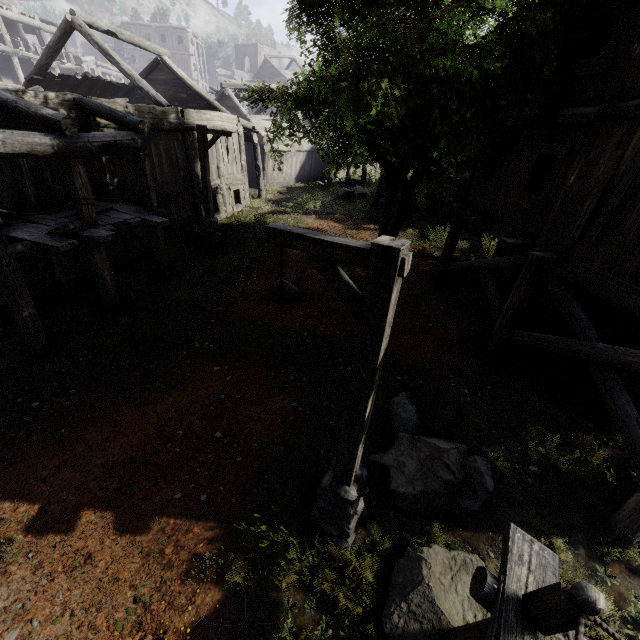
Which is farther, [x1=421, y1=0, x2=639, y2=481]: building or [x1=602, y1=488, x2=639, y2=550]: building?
[x1=421, y1=0, x2=639, y2=481]: building

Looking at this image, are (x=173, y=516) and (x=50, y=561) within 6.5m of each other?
yes

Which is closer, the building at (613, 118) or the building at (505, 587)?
the building at (505, 587)

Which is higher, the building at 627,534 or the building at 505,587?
the building at 505,587

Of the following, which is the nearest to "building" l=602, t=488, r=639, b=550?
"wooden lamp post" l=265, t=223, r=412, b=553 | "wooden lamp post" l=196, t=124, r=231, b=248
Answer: "wooden lamp post" l=196, t=124, r=231, b=248

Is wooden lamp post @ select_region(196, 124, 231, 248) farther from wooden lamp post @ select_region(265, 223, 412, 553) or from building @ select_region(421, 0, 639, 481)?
wooden lamp post @ select_region(265, 223, 412, 553)

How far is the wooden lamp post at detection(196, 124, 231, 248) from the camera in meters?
12.5 m
